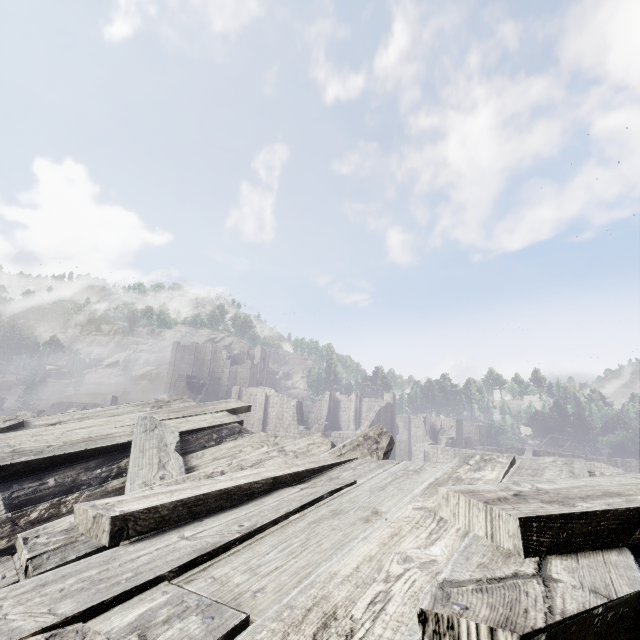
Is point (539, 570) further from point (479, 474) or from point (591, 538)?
point (479, 474)

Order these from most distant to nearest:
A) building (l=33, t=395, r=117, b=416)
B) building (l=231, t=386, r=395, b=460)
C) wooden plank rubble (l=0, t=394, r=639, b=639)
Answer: building (l=33, t=395, r=117, b=416), building (l=231, t=386, r=395, b=460), wooden plank rubble (l=0, t=394, r=639, b=639)

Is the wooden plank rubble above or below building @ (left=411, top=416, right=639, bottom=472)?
above

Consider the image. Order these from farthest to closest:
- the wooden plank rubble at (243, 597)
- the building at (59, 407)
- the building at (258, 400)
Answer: the building at (59, 407) < the building at (258, 400) < the wooden plank rubble at (243, 597)

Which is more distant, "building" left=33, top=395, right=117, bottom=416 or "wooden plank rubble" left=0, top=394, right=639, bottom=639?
"building" left=33, top=395, right=117, bottom=416

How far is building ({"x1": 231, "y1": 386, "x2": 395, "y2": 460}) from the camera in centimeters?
3794cm

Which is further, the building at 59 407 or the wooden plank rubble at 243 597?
the building at 59 407
